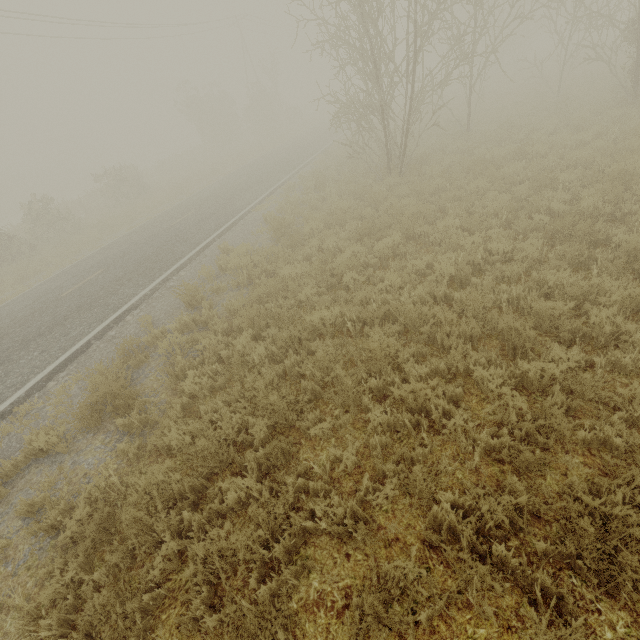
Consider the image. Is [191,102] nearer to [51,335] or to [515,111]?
[515,111]
